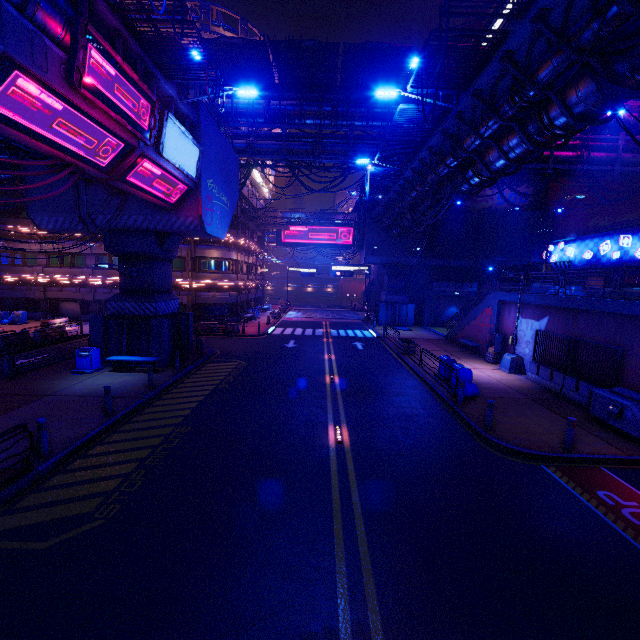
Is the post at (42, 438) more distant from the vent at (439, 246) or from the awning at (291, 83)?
the vent at (439, 246)

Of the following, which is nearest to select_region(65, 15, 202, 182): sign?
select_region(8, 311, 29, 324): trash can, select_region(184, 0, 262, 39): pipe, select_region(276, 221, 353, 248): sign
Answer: select_region(184, 0, 262, 39): pipe

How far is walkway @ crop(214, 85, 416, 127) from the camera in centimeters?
2338cm

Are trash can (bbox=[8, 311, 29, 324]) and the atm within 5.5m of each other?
no

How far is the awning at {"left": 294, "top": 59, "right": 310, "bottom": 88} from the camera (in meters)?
21.22

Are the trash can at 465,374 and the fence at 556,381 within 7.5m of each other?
yes

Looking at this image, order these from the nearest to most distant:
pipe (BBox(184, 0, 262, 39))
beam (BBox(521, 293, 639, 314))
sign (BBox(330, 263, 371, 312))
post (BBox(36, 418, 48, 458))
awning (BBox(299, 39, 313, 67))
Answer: post (BBox(36, 418, 48, 458)) → beam (BBox(521, 293, 639, 314)) → awning (BBox(299, 39, 313, 67)) → pipe (BBox(184, 0, 262, 39)) → sign (BBox(330, 263, 371, 312))

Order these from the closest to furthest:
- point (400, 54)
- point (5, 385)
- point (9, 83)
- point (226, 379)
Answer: point (9, 83) < point (5, 385) < point (226, 379) < point (400, 54)
